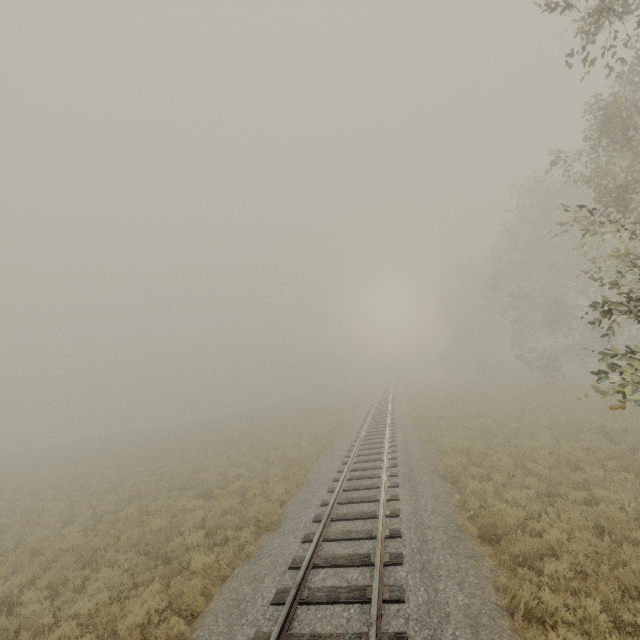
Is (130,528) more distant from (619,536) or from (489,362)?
(489,362)
